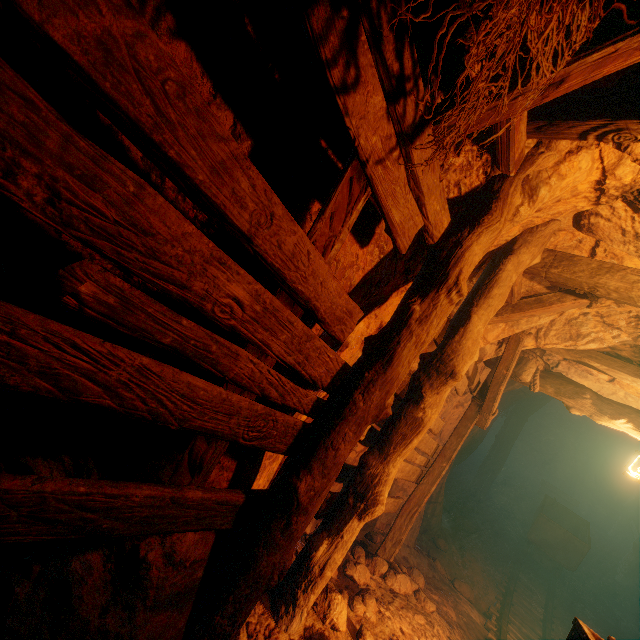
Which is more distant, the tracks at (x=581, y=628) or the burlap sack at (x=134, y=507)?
the tracks at (x=581, y=628)

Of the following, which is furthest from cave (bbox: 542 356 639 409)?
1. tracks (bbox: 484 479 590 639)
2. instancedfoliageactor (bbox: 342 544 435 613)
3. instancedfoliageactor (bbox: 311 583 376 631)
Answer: instancedfoliageactor (bbox: 311 583 376 631)

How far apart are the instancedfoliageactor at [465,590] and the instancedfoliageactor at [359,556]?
2.02m

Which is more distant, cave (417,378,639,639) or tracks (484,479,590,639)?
cave (417,378,639,639)

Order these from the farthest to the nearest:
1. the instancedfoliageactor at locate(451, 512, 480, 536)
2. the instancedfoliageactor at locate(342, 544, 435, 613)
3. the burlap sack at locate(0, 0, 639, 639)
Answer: the instancedfoliageactor at locate(451, 512, 480, 536) < the instancedfoliageactor at locate(342, 544, 435, 613) < the burlap sack at locate(0, 0, 639, 639)

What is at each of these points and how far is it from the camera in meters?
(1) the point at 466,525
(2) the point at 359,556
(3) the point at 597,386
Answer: (1) instancedfoliageactor, 8.4
(2) instancedfoliageactor, 4.6
(3) cave, 5.5

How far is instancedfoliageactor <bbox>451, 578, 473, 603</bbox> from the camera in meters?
6.0 m

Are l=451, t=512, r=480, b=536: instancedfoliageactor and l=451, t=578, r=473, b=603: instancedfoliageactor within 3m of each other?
yes
